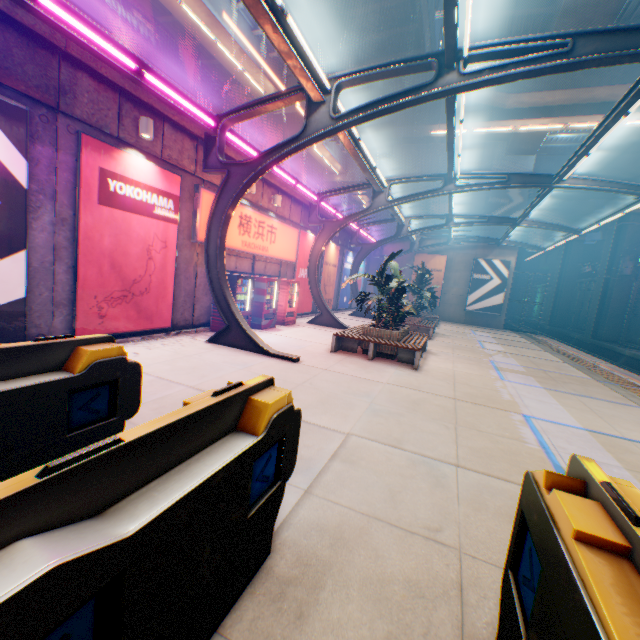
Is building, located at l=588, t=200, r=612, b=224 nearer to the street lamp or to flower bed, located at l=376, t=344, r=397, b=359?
flower bed, located at l=376, t=344, r=397, b=359

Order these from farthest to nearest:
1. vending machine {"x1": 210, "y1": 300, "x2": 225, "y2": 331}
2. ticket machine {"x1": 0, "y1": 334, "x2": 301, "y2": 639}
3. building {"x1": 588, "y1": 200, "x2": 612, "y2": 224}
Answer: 1. building {"x1": 588, "y1": 200, "x2": 612, "y2": 224}
2. vending machine {"x1": 210, "y1": 300, "x2": 225, "y2": 331}
3. ticket machine {"x1": 0, "y1": 334, "x2": 301, "y2": 639}

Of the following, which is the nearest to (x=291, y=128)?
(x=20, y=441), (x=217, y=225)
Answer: (x=217, y=225)

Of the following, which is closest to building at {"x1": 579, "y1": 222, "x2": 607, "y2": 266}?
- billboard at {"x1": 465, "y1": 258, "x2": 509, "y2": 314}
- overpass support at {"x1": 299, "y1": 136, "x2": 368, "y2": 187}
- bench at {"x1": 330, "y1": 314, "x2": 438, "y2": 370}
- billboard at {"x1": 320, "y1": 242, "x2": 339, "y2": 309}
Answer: billboard at {"x1": 465, "y1": 258, "x2": 509, "y2": 314}

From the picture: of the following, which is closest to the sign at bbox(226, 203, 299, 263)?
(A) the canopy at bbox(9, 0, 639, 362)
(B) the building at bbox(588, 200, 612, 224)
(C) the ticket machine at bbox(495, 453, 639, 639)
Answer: (A) the canopy at bbox(9, 0, 639, 362)

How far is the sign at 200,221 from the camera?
9.5 meters

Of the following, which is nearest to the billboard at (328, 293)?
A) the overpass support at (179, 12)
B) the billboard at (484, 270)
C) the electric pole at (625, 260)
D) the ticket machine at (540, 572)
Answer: the overpass support at (179, 12)

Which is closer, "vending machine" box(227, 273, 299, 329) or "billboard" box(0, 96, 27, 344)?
"billboard" box(0, 96, 27, 344)
